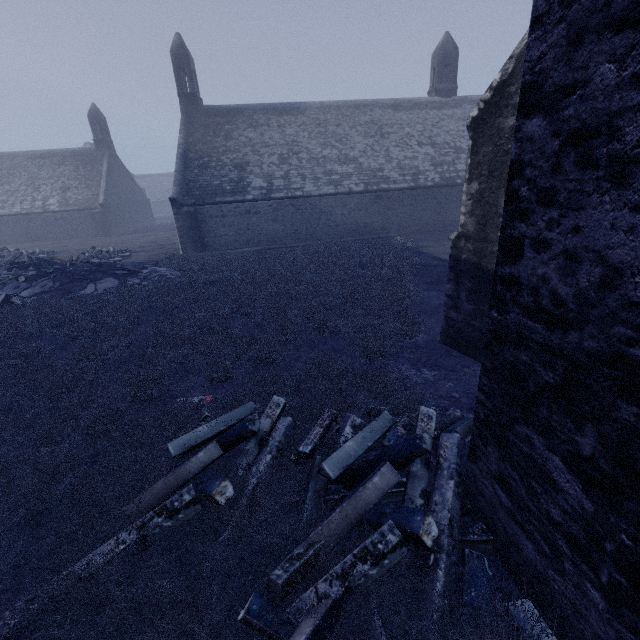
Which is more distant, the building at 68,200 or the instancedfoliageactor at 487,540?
the building at 68,200

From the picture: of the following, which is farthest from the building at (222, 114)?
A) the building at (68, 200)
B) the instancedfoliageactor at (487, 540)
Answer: the building at (68, 200)

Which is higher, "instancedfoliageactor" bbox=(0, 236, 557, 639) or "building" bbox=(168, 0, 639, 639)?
"building" bbox=(168, 0, 639, 639)

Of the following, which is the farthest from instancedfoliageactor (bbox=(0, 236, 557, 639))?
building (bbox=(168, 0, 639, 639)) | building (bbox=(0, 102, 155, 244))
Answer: building (bbox=(0, 102, 155, 244))

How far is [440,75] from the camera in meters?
24.3

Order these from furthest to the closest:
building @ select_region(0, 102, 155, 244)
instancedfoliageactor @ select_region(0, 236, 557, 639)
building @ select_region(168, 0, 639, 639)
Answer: building @ select_region(0, 102, 155, 244) → instancedfoliageactor @ select_region(0, 236, 557, 639) → building @ select_region(168, 0, 639, 639)

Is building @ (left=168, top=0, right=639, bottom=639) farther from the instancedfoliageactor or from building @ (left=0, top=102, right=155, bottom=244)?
building @ (left=0, top=102, right=155, bottom=244)
